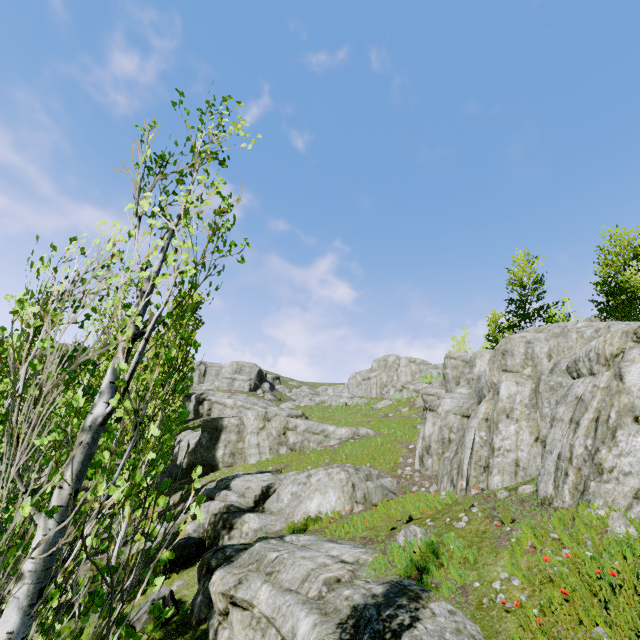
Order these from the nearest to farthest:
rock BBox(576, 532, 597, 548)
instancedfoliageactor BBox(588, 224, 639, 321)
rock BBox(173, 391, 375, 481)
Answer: rock BBox(576, 532, 597, 548) < instancedfoliageactor BBox(588, 224, 639, 321) < rock BBox(173, 391, 375, 481)

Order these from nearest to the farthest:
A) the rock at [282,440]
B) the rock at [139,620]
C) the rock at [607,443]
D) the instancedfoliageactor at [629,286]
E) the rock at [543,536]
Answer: the rock at [543,536] < the rock at [607,443] < the rock at [139,620] < the instancedfoliageactor at [629,286] < the rock at [282,440]

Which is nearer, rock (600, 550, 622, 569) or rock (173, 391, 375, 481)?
rock (600, 550, 622, 569)

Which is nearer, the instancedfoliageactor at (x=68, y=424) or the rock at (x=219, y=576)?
the instancedfoliageactor at (x=68, y=424)

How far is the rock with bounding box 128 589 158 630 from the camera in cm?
966

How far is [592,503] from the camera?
7.1 meters
